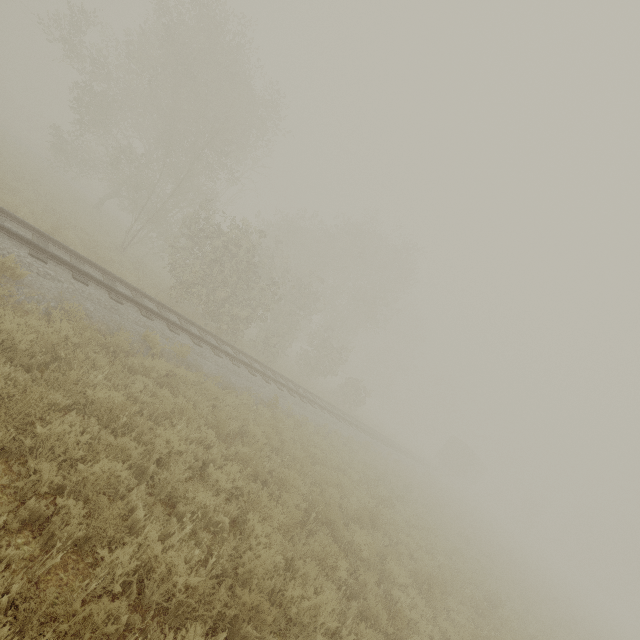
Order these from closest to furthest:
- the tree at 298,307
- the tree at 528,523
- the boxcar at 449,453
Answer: the tree at 298,307, the boxcar at 449,453, the tree at 528,523

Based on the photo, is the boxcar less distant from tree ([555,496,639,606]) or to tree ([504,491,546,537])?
tree ([504,491,546,537])

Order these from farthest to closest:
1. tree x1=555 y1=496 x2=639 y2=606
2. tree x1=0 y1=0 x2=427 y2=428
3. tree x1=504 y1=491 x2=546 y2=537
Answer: tree x1=555 y1=496 x2=639 y2=606, tree x1=504 y1=491 x2=546 y2=537, tree x1=0 y1=0 x2=427 y2=428

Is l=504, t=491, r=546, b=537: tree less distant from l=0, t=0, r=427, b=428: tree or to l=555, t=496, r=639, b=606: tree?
l=555, t=496, r=639, b=606: tree

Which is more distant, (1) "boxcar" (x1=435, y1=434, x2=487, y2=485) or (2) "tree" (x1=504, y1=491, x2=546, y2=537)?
(2) "tree" (x1=504, y1=491, x2=546, y2=537)

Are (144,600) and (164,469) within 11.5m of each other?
yes

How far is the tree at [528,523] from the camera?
50.78m
